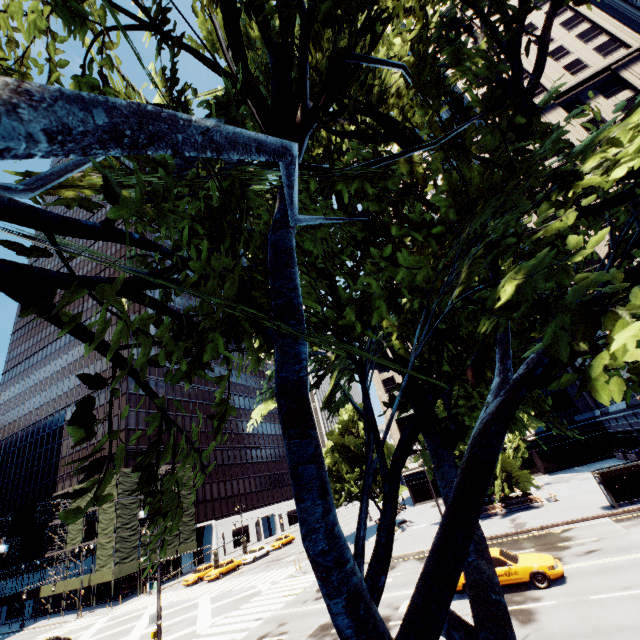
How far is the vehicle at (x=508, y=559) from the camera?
13.82m

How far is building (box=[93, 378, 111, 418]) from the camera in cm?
5719

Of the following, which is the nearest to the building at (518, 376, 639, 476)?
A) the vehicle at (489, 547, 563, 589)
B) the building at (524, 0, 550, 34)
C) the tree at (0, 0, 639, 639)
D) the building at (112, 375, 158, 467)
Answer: the building at (524, 0, 550, 34)

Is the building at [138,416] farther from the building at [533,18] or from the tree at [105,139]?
the building at [533,18]

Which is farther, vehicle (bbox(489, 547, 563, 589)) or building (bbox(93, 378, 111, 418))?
building (bbox(93, 378, 111, 418))

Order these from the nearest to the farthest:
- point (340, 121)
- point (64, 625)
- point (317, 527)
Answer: point (317, 527) → point (340, 121) → point (64, 625)

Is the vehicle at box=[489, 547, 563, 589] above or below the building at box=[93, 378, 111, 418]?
below
